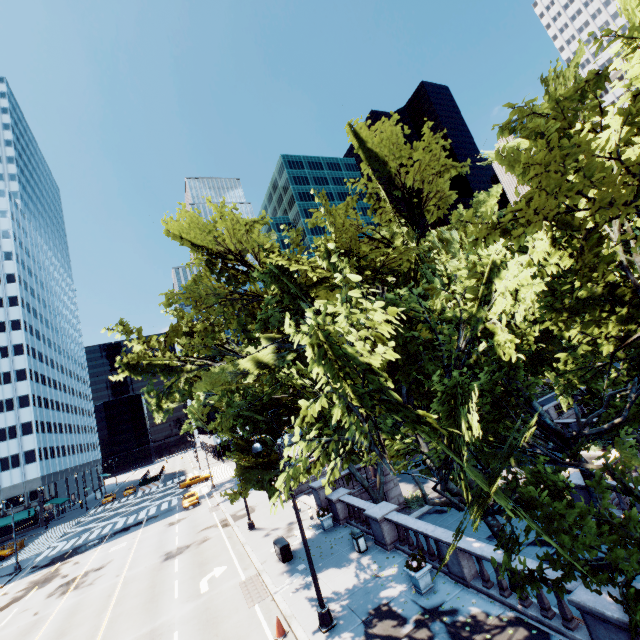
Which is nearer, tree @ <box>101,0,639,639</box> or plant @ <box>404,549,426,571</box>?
tree @ <box>101,0,639,639</box>

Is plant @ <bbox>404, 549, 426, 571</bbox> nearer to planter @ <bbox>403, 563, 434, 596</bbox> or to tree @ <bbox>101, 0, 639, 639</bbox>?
planter @ <bbox>403, 563, 434, 596</bbox>

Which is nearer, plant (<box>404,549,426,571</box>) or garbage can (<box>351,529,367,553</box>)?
plant (<box>404,549,426,571</box>)

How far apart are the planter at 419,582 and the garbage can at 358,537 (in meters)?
4.18

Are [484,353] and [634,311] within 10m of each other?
yes

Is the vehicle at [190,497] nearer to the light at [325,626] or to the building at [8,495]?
the light at [325,626]

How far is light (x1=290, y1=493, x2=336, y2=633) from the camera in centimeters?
1215cm

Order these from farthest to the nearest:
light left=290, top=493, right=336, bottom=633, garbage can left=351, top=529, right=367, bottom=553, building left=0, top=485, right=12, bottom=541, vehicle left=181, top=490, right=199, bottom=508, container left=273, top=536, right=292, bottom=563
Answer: building left=0, top=485, right=12, bottom=541
vehicle left=181, top=490, right=199, bottom=508
container left=273, top=536, right=292, bottom=563
garbage can left=351, top=529, right=367, bottom=553
light left=290, top=493, right=336, bottom=633
